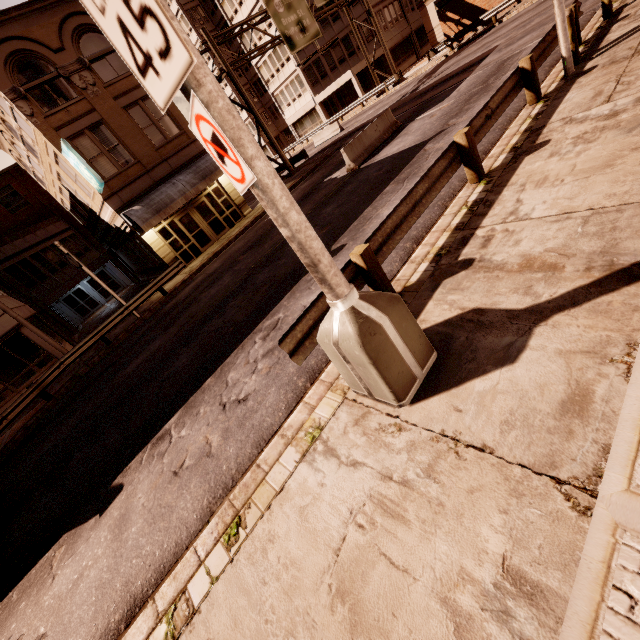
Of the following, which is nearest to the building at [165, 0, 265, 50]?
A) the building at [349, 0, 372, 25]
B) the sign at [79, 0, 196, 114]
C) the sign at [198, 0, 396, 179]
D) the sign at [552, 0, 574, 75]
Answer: the building at [349, 0, 372, 25]

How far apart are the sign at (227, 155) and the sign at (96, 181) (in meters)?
17.14

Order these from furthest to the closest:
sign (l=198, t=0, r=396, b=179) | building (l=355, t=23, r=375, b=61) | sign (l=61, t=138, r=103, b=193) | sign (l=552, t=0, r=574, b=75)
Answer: building (l=355, t=23, r=375, b=61) → sign (l=198, t=0, r=396, b=179) → sign (l=61, t=138, r=103, b=193) → sign (l=552, t=0, r=574, b=75)

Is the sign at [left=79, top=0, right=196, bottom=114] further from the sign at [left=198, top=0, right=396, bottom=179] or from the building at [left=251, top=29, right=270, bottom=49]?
the building at [left=251, top=29, right=270, bottom=49]

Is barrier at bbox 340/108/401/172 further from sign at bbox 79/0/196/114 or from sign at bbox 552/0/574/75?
sign at bbox 79/0/196/114

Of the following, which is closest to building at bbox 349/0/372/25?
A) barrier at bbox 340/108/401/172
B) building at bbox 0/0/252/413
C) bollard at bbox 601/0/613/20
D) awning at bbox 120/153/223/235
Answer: awning at bbox 120/153/223/235

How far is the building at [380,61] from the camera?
38.5 meters

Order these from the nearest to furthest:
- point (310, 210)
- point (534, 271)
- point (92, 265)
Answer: point (534, 271), point (310, 210), point (92, 265)
